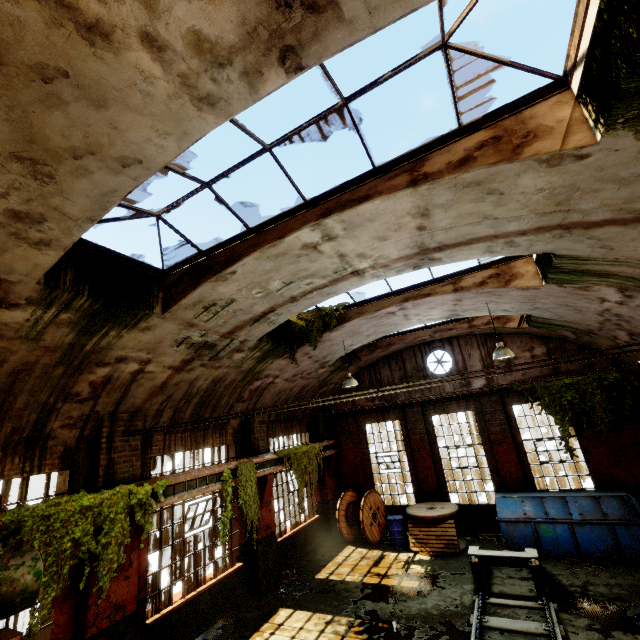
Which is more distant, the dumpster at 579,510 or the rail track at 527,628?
the dumpster at 579,510

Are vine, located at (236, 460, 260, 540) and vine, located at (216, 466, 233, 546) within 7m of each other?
yes

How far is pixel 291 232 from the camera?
5.3m

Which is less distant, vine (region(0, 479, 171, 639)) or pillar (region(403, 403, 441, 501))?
vine (region(0, 479, 171, 639))

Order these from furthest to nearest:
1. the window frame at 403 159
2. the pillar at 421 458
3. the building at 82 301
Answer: the pillar at 421 458 → the window frame at 403 159 → the building at 82 301

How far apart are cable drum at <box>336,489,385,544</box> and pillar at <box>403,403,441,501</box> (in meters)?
2.38

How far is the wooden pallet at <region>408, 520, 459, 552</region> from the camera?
10.98m

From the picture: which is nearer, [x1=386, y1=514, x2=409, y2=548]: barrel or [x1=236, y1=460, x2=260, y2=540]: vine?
[x1=236, y1=460, x2=260, y2=540]: vine
